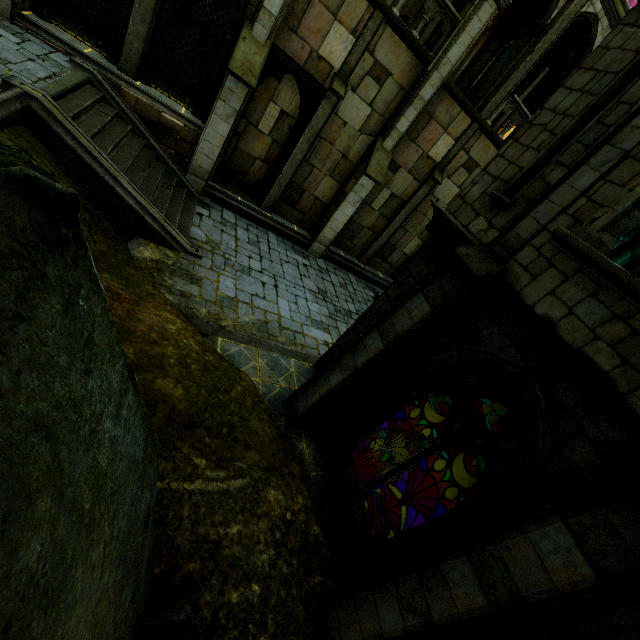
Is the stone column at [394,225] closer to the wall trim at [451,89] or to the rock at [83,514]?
the wall trim at [451,89]

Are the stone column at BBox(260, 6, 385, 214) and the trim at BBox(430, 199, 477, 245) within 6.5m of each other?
no

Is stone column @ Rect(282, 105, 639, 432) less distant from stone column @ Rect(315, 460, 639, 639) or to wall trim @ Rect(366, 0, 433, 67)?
stone column @ Rect(315, 460, 639, 639)

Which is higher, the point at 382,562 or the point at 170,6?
the point at 170,6

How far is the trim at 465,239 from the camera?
5.88m

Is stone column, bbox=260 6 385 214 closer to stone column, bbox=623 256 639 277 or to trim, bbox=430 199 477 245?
trim, bbox=430 199 477 245

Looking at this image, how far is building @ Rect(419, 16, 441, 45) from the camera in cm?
1329

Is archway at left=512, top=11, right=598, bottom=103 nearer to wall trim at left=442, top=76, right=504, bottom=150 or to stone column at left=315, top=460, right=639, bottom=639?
wall trim at left=442, top=76, right=504, bottom=150
